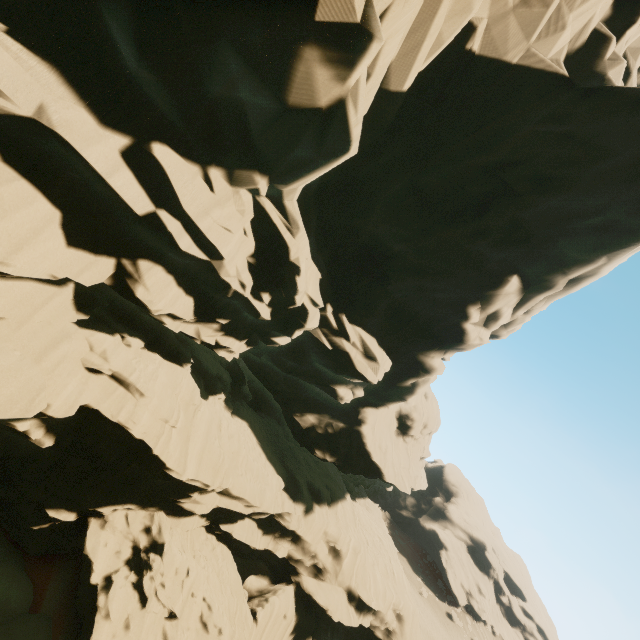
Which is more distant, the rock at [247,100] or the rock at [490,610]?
the rock at [490,610]

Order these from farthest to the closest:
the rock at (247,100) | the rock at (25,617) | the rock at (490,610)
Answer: the rock at (490,610) < the rock at (25,617) < the rock at (247,100)

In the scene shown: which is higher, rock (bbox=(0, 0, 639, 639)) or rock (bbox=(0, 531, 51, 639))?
rock (bbox=(0, 0, 639, 639))

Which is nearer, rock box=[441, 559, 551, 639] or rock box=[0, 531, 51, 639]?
rock box=[0, 531, 51, 639]

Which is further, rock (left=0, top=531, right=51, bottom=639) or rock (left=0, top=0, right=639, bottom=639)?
rock (left=0, top=531, right=51, bottom=639)

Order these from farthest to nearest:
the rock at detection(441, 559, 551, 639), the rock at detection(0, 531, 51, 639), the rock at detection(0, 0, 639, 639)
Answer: the rock at detection(441, 559, 551, 639) → the rock at detection(0, 531, 51, 639) → the rock at detection(0, 0, 639, 639)

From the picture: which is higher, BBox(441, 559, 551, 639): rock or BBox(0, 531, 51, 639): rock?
BBox(441, 559, 551, 639): rock

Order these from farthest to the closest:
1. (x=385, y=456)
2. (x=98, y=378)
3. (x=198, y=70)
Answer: (x=385, y=456) → (x=98, y=378) → (x=198, y=70)
